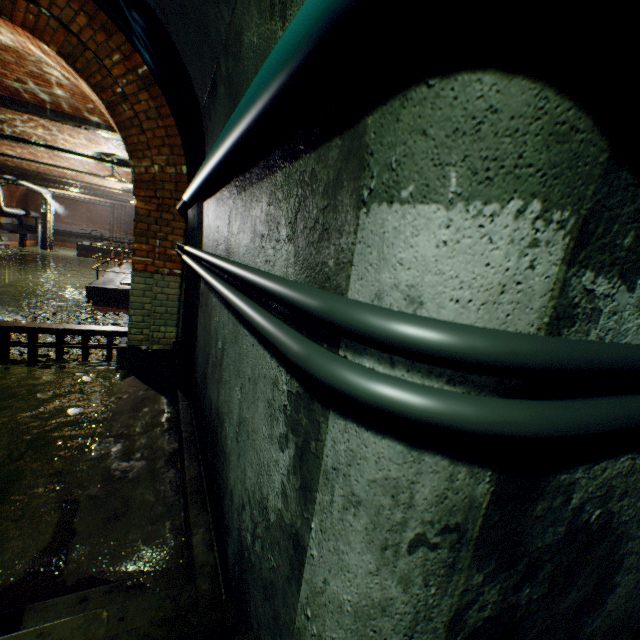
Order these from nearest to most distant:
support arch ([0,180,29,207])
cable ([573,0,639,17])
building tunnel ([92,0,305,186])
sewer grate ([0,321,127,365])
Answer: cable ([573,0,639,17]) < building tunnel ([92,0,305,186]) < sewer grate ([0,321,127,365]) < support arch ([0,180,29,207])

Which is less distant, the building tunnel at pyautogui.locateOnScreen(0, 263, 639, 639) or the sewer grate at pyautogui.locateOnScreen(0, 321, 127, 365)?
the building tunnel at pyautogui.locateOnScreen(0, 263, 639, 639)

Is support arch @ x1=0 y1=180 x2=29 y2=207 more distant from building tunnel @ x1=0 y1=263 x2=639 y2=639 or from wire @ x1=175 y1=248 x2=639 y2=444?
wire @ x1=175 y1=248 x2=639 y2=444

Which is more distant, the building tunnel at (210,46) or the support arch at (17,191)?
the support arch at (17,191)

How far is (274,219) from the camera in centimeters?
104cm

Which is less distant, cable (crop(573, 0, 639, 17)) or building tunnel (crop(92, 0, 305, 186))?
cable (crop(573, 0, 639, 17))

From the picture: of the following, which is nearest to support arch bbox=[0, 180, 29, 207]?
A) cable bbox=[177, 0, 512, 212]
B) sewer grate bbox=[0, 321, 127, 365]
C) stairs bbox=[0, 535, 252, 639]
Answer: sewer grate bbox=[0, 321, 127, 365]

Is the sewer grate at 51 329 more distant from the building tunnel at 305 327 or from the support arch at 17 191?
the support arch at 17 191
